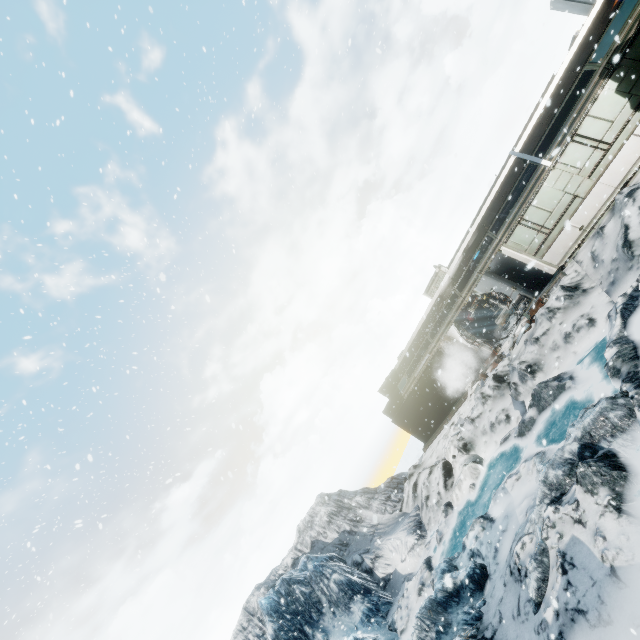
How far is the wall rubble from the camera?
14.66m

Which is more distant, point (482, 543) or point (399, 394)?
point (399, 394)

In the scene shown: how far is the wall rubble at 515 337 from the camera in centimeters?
1466cm
